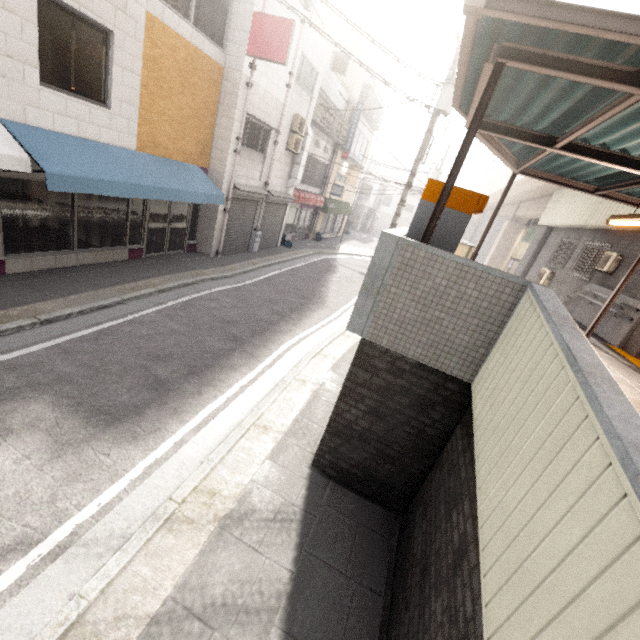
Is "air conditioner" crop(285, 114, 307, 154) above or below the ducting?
above

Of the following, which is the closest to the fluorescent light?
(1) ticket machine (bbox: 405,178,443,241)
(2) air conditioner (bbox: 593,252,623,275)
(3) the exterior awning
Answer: (3) the exterior awning

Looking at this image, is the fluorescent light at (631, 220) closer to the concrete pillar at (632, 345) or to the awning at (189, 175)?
the concrete pillar at (632, 345)

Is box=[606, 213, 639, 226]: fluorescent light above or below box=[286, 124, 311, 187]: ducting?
above

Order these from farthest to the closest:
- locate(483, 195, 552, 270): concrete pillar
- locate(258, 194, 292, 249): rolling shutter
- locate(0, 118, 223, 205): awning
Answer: locate(483, 195, 552, 270): concrete pillar < locate(258, 194, 292, 249): rolling shutter < locate(0, 118, 223, 205): awning

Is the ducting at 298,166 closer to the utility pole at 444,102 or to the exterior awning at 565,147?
the utility pole at 444,102

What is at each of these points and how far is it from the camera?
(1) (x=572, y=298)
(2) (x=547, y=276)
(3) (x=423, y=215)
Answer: (1) stairs, 10.9m
(2) air conditioner, 13.8m
(3) ticket machine, 3.9m

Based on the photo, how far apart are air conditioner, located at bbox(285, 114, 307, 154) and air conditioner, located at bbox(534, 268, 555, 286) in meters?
12.1
